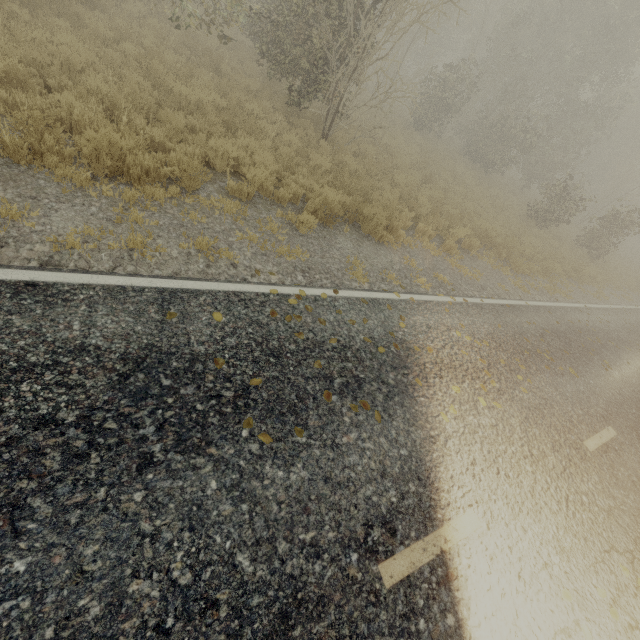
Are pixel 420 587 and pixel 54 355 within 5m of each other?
yes
